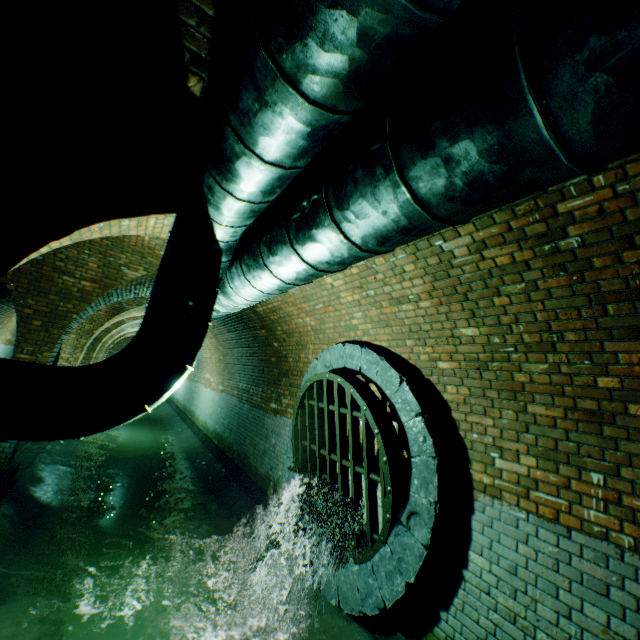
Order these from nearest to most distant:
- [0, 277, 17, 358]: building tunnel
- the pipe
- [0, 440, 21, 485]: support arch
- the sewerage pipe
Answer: the pipe → the sewerage pipe → [0, 440, 21, 485]: support arch → [0, 277, 17, 358]: building tunnel

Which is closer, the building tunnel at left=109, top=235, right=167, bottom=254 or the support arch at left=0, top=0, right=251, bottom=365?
the support arch at left=0, top=0, right=251, bottom=365

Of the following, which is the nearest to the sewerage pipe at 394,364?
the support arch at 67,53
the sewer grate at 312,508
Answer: the sewer grate at 312,508

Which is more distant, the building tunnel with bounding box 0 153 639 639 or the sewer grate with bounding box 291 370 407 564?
the sewer grate with bounding box 291 370 407 564

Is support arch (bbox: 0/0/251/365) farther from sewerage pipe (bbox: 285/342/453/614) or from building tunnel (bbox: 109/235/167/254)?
sewerage pipe (bbox: 285/342/453/614)

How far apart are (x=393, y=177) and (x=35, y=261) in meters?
6.7 m

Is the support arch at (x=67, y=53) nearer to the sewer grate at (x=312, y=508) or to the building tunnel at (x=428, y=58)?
the building tunnel at (x=428, y=58)

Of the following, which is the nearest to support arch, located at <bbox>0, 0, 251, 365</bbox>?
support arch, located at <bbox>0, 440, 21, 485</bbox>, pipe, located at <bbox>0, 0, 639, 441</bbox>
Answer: pipe, located at <bbox>0, 0, 639, 441</bbox>
